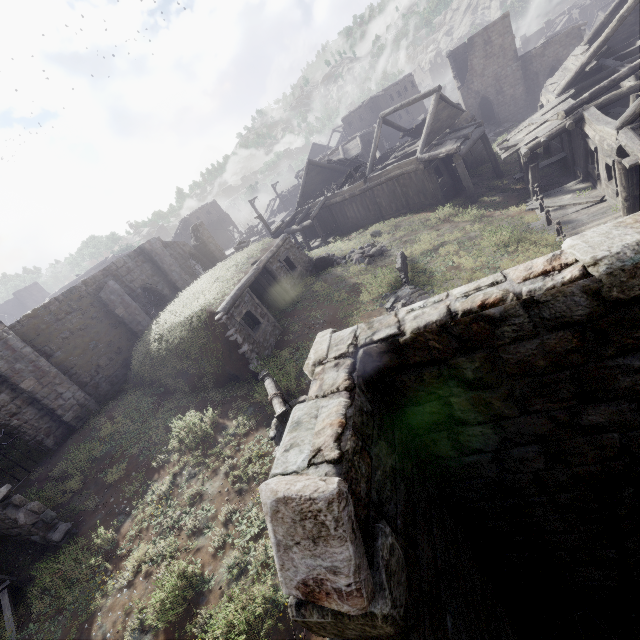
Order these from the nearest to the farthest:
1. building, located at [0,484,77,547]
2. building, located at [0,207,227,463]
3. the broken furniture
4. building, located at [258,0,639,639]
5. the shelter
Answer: building, located at [258,0,639,639] → the broken furniture → building, located at [0,484,77,547] → the shelter → building, located at [0,207,227,463]

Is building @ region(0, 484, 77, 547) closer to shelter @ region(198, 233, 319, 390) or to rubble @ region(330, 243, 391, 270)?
shelter @ region(198, 233, 319, 390)

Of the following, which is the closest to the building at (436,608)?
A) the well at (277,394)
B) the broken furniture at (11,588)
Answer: the broken furniture at (11,588)

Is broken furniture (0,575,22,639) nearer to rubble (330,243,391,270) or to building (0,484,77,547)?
building (0,484,77,547)

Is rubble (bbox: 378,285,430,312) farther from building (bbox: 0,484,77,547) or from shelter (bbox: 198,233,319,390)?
building (bbox: 0,484,77,547)

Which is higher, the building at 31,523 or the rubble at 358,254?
the building at 31,523

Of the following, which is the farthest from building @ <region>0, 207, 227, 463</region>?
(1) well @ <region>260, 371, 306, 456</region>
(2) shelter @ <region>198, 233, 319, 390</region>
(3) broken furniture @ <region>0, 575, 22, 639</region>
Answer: (1) well @ <region>260, 371, 306, 456</region>

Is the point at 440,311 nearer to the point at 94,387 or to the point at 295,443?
the point at 295,443
